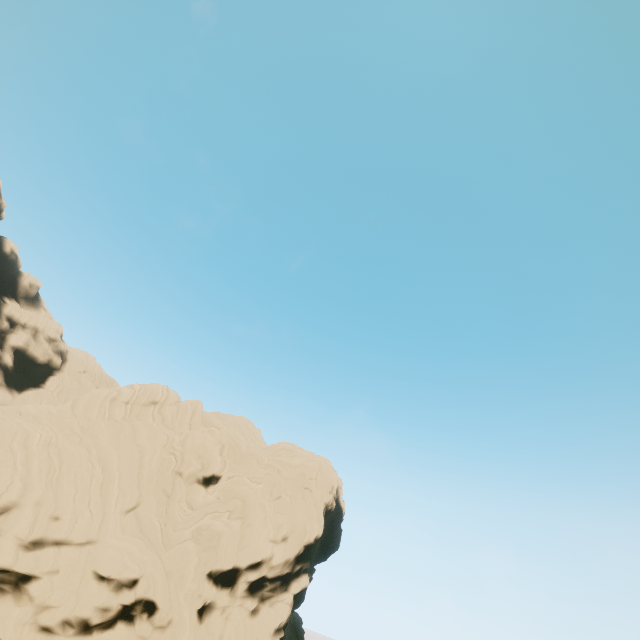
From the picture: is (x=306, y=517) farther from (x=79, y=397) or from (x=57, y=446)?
(x=79, y=397)
